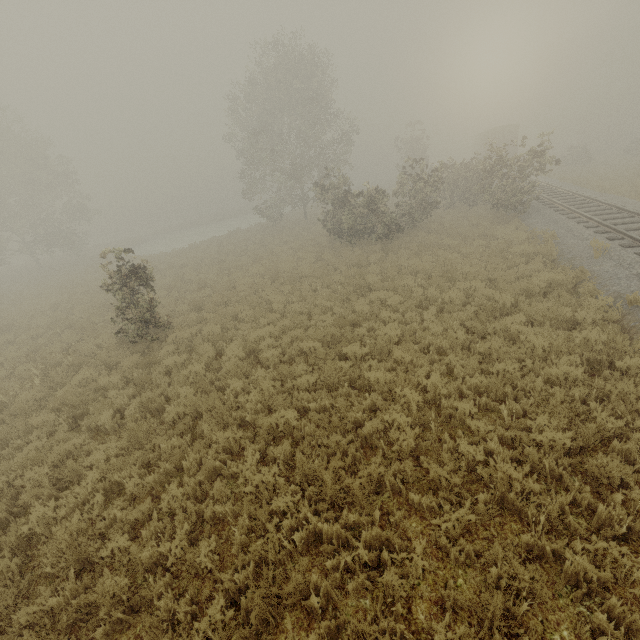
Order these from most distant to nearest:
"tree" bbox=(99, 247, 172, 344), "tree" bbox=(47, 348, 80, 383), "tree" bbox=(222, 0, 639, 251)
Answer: "tree" bbox=(222, 0, 639, 251) < "tree" bbox=(99, 247, 172, 344) < "tree" bbox=(47, 348, 80, 383)

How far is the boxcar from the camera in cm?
3703

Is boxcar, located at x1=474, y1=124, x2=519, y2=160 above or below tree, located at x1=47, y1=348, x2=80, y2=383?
above

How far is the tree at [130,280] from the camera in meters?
10.6 m

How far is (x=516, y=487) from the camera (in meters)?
4.46

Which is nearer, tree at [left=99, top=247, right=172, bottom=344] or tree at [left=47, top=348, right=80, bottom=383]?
tree at [left=47, top=348, right=80, bottom=383]
